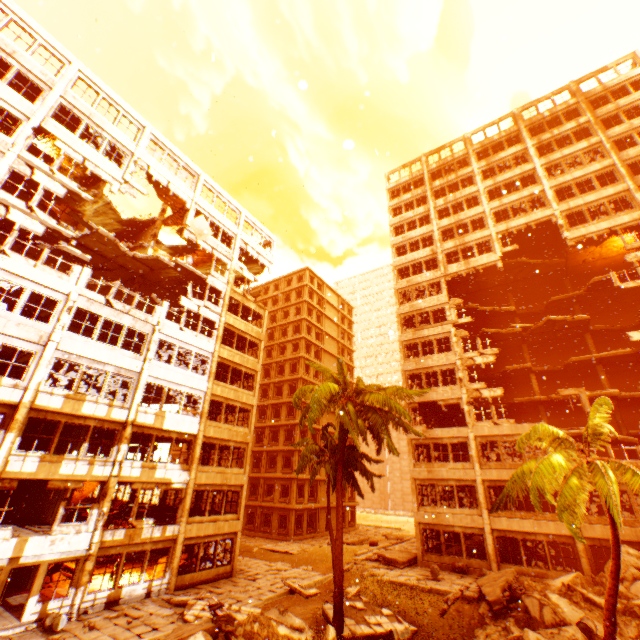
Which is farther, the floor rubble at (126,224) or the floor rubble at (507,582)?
the floor rubble at (126,224)

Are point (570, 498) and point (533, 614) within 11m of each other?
yes

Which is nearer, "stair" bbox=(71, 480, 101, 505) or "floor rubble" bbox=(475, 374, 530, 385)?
"stair" bbox=(71, 480, 101, 505)

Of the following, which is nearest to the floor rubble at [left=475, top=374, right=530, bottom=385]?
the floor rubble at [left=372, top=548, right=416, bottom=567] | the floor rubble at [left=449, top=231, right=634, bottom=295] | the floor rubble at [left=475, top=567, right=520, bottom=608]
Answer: the floor rubble at [left=449, top=231, right=634, bottom=295]

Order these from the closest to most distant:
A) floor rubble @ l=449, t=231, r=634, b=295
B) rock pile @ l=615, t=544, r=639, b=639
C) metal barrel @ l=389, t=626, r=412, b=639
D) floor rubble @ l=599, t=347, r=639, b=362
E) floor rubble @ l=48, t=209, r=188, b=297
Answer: rock pile @ l=615, t=544, r=639, b=639 < metal barrel @ l=389, t=626, r=412, b=639 < floor rubble @ l=48, t=209, r=188, b=297 < floor rubble @ l=599, t=347, r=639, b=362 < floor rubble @ l=449, t=231, r=634, b=295

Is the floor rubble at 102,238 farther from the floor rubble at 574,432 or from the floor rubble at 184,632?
the floor rubble at 574,432

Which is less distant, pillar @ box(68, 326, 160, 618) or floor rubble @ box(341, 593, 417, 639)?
floor rubble @ box(341, 593, 417, 639)

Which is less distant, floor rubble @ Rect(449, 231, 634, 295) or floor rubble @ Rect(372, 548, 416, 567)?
floor rubble @ Rect(372, 548, 416, 567)
